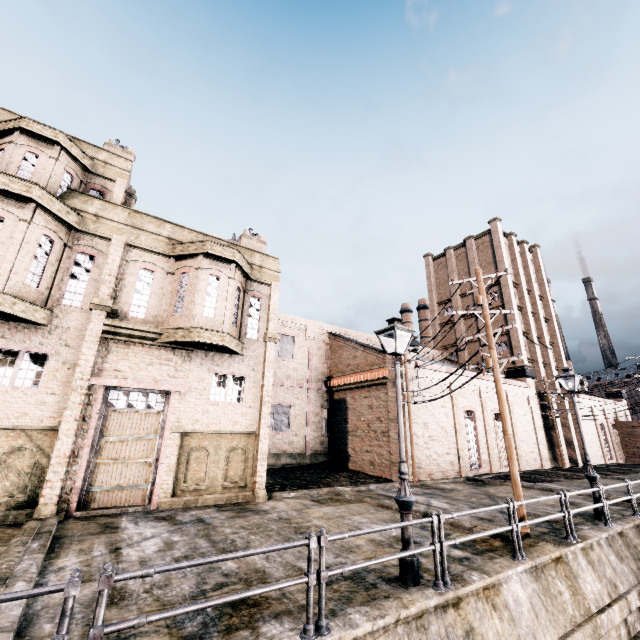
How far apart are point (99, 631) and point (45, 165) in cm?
1606

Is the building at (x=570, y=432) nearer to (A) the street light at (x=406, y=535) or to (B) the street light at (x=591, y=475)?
(A) the street light at (x=406, y=535)

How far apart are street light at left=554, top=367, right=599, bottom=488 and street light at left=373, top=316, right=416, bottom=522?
9.97m

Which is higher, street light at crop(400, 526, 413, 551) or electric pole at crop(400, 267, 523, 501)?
electric pole at crop(400, 267, 523, 501)

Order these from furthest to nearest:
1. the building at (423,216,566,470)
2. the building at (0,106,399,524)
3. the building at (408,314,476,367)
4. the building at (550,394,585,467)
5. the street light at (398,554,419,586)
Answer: the building at (550,394,585,467)
the building at (423,216,566,470)
the building at (408,314,476,367)
the building at (0,106,399,524)
the street light at (398,554,419,586)

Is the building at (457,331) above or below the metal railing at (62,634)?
above

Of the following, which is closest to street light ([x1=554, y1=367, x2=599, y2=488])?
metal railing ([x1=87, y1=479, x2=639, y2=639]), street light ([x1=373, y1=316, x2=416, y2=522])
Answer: metal railing ([x1=87, y1=479, x2=639, y2=639])
